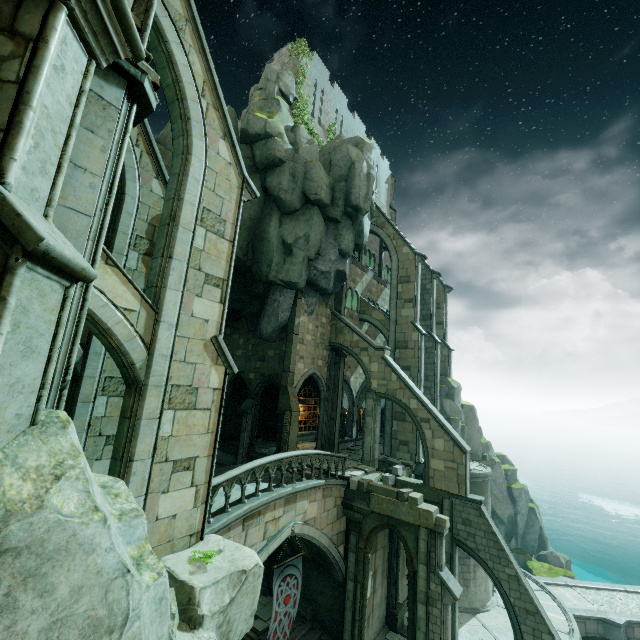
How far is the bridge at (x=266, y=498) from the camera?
10.99m

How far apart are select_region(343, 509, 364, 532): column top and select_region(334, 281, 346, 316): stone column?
12.7m

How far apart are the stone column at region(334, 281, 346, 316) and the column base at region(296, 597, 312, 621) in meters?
16.8

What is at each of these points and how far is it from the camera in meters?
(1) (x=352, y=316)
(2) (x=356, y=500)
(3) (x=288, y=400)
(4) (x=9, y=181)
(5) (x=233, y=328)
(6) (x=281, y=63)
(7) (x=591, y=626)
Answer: (1) building, 26.9 m
(2) wall trim, 16.0 m
(3) stone, 19.6 m
(4) stone column, 2.5 m
(5) building, 24.4 m
(6) building, 26.2 m
(7) bridge, 20.1 m

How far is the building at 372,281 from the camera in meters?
27.9 m

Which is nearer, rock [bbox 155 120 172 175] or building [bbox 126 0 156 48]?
building [bbox 126 0 156 48]

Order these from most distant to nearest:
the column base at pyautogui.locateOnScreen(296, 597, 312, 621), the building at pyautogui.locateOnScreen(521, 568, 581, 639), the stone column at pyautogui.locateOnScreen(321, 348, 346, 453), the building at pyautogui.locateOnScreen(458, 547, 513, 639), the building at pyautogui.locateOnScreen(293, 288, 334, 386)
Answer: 1. the stone column at pyautogui.locateOnScreen(321, 348, 346, 453)
2. the building at pyautogui.locateOnScreen(293, 288, 334, 386)
3. the building at pyautogui.locateOnScreen(521, 568, 581, 639)
4. the building at pyautogui.locateOnScreen(458, 547, 513, 639)
5. the column base at pyautogui.locateOnScreen(296, 597, 312, 621)

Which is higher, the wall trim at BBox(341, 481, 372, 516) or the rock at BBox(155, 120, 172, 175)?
the rock at BBox(155, 120, 172, 175)
